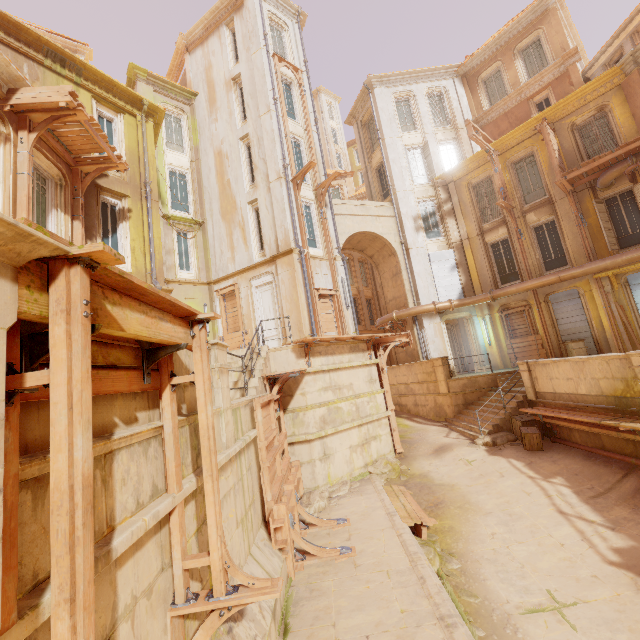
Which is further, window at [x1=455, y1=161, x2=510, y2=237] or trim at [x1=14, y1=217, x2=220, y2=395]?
window at [x1=455, y1=161, x2=510, y2=237]

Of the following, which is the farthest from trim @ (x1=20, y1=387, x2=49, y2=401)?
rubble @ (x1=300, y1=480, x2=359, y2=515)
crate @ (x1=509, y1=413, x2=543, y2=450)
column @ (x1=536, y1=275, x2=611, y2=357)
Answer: column @ (x1=536, y1=275, x2=611, y2=357)

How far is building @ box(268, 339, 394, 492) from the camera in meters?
10.7 m

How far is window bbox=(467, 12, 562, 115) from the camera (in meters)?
18.20

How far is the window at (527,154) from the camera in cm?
1638

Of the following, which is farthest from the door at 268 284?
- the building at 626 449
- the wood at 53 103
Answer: the building at 626 449

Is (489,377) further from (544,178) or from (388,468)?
(544,178)

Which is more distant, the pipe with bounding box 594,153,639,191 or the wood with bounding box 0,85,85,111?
the pipe with bounding box 594,153,639,191
